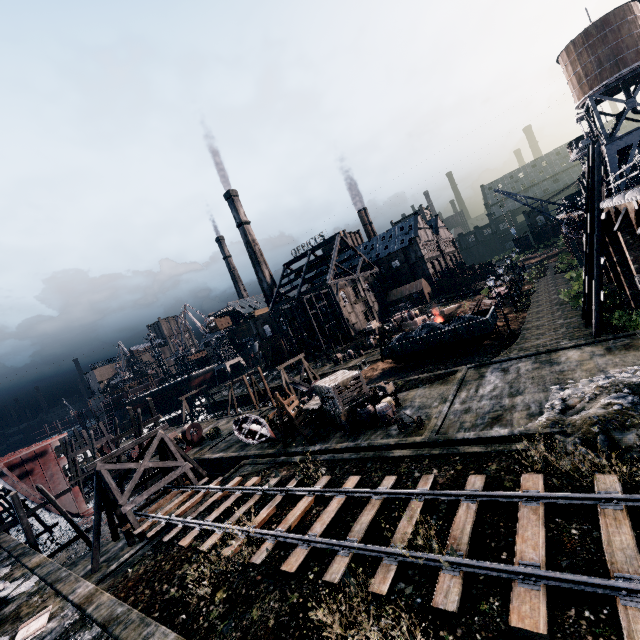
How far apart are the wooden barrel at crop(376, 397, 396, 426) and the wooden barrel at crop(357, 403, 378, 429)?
0.3 meters

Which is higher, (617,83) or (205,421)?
(617,83)

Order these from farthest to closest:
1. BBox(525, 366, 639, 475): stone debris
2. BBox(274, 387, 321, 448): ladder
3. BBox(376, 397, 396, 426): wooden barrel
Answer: BBox(274, 387, 321, 448): ladder → BBox(376, 397, 396, 426): wooden barrel → BBox(525, 366, 639, 475): stone debris

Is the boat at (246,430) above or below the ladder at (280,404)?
below

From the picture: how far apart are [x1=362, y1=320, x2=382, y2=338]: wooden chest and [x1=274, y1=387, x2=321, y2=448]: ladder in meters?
32.2

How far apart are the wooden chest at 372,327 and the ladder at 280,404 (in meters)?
32.23

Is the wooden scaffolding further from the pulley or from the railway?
the pulley

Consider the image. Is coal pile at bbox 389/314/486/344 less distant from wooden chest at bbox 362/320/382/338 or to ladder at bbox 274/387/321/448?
ladder at bbox 274/387/321/448
